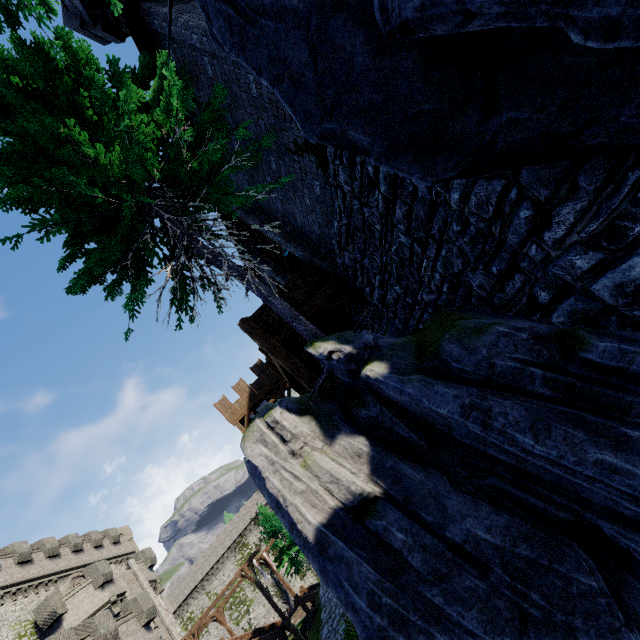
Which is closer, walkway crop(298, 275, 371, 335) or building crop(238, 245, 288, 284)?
walkway crop(298, 275, 371, 335)

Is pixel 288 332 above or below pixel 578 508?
above

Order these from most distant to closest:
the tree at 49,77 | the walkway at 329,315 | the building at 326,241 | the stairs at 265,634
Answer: the stairs at 265,634, the walkway at 329,315, the building at 326,241, the tree at 49,77

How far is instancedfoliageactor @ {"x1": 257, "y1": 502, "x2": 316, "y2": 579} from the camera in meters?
33.8

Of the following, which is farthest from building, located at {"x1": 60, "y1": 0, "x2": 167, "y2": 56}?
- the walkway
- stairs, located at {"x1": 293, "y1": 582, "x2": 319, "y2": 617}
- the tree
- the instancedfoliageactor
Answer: the instancedfoliageactor

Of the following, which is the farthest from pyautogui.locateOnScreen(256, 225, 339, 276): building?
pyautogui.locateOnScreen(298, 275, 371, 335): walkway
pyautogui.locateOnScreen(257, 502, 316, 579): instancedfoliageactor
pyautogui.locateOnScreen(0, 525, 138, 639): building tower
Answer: pyautogui.locateOnScreen(0, 525, 138, 639): building tower

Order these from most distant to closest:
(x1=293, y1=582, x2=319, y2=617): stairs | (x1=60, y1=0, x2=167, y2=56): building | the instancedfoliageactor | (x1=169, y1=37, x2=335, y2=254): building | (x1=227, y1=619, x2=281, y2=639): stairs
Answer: the instancedfoliageactor < (x1=293, y1=582, x2=319, y2=617): stairs < (x1=227, y1=619, x2=281, y2=639): stairs < (x1=60, y1=0, x2=167, y2=56): building < (x1=169, y1=37, x2=335, y2=254): building

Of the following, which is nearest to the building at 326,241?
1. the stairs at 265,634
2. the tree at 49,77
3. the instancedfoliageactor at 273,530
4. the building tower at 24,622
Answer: the tree at 49,77
